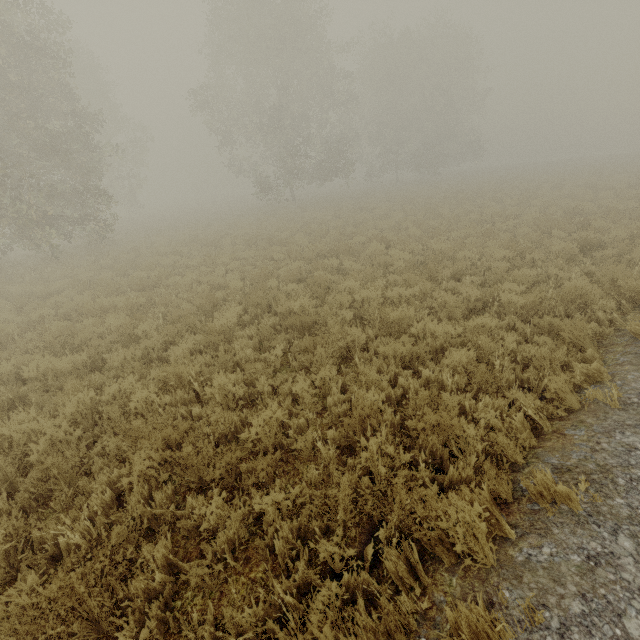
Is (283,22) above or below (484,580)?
above
